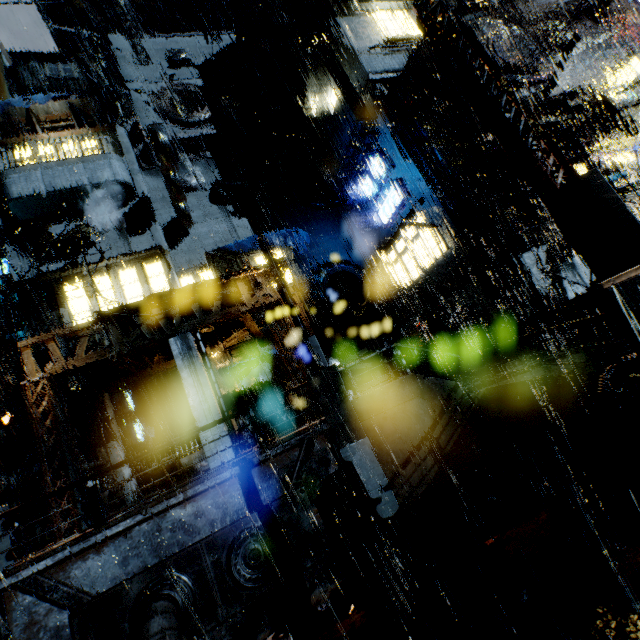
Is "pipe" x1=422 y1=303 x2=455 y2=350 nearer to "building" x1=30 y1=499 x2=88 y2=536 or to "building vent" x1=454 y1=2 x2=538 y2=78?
"building" x1=30 y1=499 x2=88 y2=536

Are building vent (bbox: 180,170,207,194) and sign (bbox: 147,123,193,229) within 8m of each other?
yes

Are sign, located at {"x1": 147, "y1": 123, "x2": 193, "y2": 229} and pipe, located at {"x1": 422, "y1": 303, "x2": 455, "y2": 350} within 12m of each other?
no

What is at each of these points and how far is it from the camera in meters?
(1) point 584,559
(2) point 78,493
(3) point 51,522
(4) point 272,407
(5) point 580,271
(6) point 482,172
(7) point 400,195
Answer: (1) leaves, 6.6 m
(2) building, 11.7 m
(3) building, 11.0 m
(4) building, 22.0 m
(5) building, 16.1 m
(6) building vent, 15.6 m
(7) sign, 20.6 m

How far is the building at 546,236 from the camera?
15.9m

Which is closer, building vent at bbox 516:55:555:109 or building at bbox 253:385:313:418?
building vent at bbox 516:55:555:109

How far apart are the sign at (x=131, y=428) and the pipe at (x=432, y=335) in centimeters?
1656cm

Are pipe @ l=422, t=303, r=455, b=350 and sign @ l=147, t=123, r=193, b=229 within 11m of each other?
no
